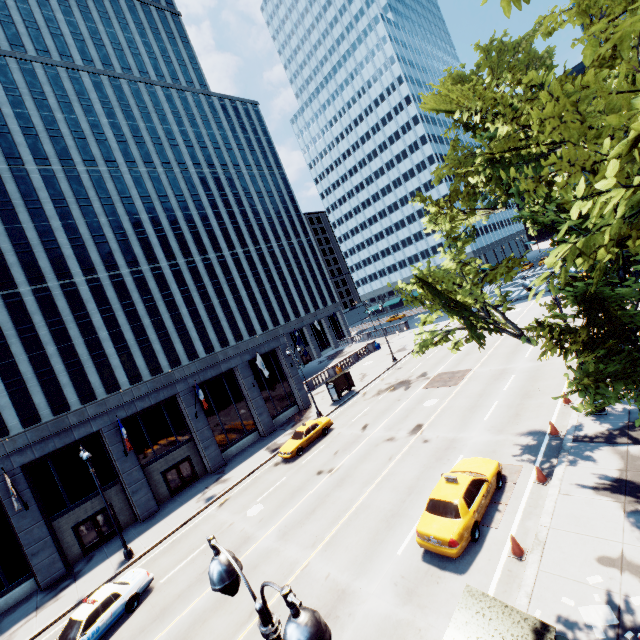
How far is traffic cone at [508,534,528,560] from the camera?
10.5 meters

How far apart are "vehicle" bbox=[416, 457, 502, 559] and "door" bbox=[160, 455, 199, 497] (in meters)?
22.08

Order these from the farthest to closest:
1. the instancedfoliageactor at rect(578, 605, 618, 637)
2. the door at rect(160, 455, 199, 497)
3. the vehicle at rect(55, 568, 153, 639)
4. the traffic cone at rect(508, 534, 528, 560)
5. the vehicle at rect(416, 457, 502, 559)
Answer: the door at rect(160, 455, 199, 497) → the vehicle at rect(55, 568, 153, 639) → the vehicle at rect(416, 457, 502, 559) → the traffic cone at rect(508, 534, 528, 560) → the instancedfoliageactor at rect(578, 605, 618, 637)

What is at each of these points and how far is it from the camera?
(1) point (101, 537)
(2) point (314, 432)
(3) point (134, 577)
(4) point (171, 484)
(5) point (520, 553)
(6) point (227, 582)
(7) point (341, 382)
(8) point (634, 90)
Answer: (1) door, 23.3 meters
(2) vehicle, 26.3 meters
(3) vehicle, 16.2 meters
(4) door, 26.9 meters
(5) traffic cone, 10.5 meters
(6) light, 4.2 meters
(7) bus stop, 36.3 meters
(8) tree, 4.1 meters

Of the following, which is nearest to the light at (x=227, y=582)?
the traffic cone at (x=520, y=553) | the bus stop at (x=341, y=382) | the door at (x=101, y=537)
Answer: the traffic cone at (x=520, y=553)

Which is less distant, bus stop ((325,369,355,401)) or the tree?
the tree

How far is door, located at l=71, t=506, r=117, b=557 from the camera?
22.6m

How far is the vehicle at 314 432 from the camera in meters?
24.9
